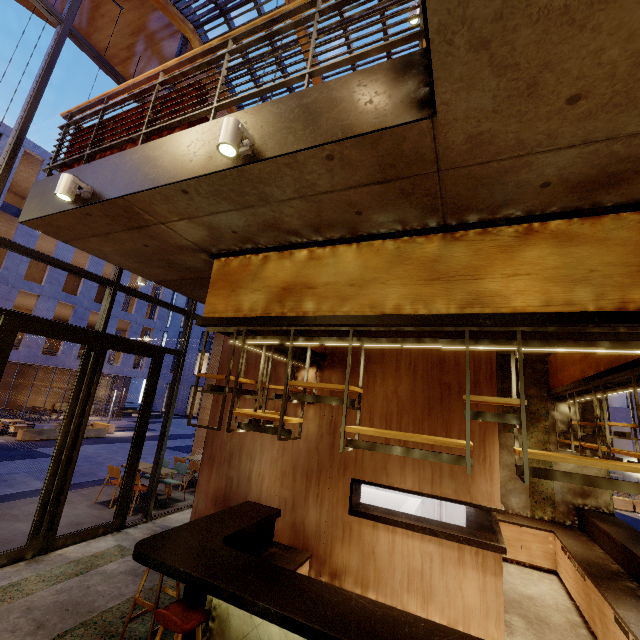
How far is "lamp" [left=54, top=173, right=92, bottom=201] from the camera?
3.2m

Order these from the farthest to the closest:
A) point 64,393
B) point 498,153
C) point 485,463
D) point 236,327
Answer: point 64,393 < point 485,463 < point 236,327 < point 498,153

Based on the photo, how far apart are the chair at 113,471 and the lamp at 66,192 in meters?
6.6

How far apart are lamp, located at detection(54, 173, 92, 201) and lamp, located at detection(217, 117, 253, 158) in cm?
193

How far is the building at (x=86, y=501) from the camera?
6.3m

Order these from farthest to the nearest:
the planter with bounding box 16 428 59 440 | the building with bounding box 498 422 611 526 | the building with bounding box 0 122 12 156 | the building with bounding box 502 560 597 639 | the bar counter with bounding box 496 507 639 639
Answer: the building with bounding box 0 122 12 156, the planter with bounding box 16 428 59 440, the building with bounding box 498 422 611 526, the building with bounding box 502 560 597 639, the bar counter with bounding box 496 507 639 639

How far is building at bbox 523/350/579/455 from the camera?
7.68m

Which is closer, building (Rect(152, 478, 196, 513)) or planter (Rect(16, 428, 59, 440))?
building (Rect(152, 478, 196, 513))
